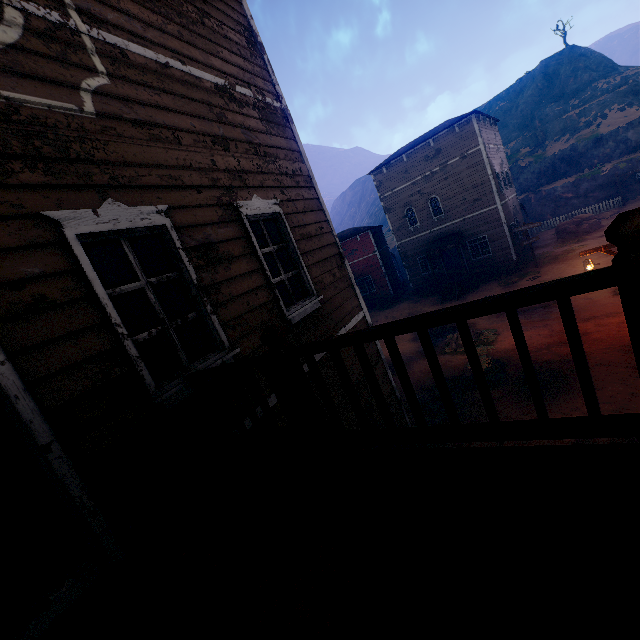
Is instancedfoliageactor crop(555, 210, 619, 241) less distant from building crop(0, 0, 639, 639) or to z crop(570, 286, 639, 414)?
z crop(570, 286, 639, 414)

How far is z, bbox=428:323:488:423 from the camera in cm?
1027

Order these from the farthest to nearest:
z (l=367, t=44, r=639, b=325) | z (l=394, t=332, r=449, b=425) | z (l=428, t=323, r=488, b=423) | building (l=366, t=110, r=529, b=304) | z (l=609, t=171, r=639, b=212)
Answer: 1. z (l=609, t=171, r=639, b=212)
2. z (l=367, t=44, r=639, b=325)
3. building (l=366, t=110, r=529, b=304)
4. z (l=394, t=332, r=449, b=425)
5. z (l=428, t=323, r=488, b=423)

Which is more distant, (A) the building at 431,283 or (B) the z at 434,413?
(A) the building at 431,283

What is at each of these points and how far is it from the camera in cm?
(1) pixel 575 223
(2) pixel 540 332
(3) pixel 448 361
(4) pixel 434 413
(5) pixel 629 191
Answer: (1) instancedfoliageactor, 2602
(2) z, 1343
(3) z, 1423
(4) z, 1103
(5) z, 2970

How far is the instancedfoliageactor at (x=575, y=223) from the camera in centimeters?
2534cm
